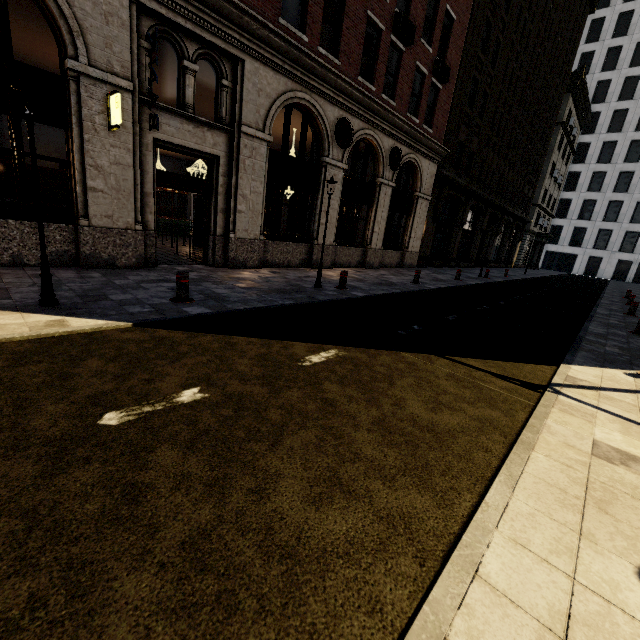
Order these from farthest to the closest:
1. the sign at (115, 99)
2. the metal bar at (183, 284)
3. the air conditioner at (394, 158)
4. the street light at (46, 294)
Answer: the air conditioner at (394, 158) → the sign at (115, 99) → the metal bar at (183, 284) → the street light at (46, 294)

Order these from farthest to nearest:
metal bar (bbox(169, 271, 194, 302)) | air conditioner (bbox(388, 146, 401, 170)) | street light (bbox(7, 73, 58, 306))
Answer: air conditioner (bbox(388, 146, 401, 170))
metal bar (bbox(169, 271, 194, 302))
street light (bbox(7, 73, 58, 306))

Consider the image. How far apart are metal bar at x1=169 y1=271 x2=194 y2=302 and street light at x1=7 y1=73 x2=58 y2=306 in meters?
1.7 m

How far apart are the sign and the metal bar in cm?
374

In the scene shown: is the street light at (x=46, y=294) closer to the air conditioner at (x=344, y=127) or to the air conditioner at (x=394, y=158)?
the air conditioner at (x=344, y=127)

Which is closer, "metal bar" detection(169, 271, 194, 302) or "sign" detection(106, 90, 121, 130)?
"metal bar" detection(169, 271, 194, 302)

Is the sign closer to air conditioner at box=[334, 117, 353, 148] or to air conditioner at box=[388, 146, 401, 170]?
air conditioner at box=[334, 117, 353, 148]

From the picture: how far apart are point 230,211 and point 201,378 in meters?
8.1
